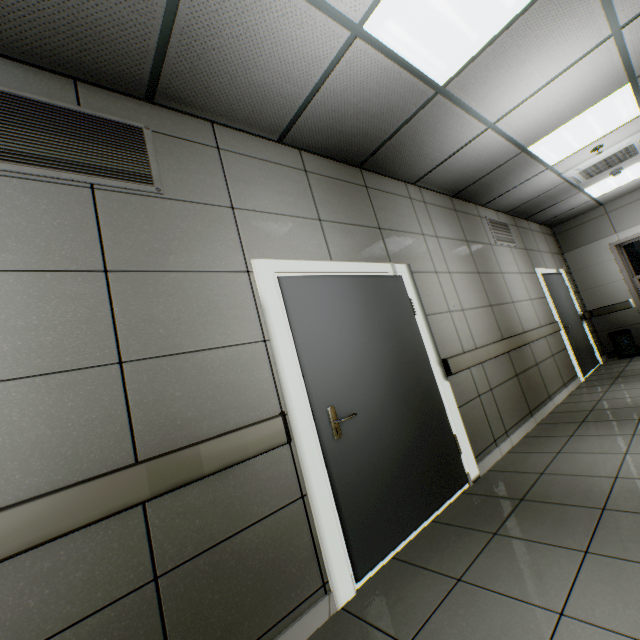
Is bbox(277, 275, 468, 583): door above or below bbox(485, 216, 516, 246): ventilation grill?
below

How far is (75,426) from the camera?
1.4m

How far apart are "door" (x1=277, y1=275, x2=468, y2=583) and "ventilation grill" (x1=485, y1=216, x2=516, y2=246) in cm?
298

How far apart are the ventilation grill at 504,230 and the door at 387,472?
3.0 meters

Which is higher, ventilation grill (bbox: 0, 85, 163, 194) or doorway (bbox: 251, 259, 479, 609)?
ventilation grill (bbox: 0, 85, 163, 194)

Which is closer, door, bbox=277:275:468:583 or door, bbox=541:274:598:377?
door, bbox=277:275:468:583

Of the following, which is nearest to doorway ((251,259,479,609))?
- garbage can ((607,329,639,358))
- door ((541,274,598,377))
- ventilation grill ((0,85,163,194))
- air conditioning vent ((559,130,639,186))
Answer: ventilation grill ((0,85,163,194))

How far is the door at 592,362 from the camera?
6.1m
